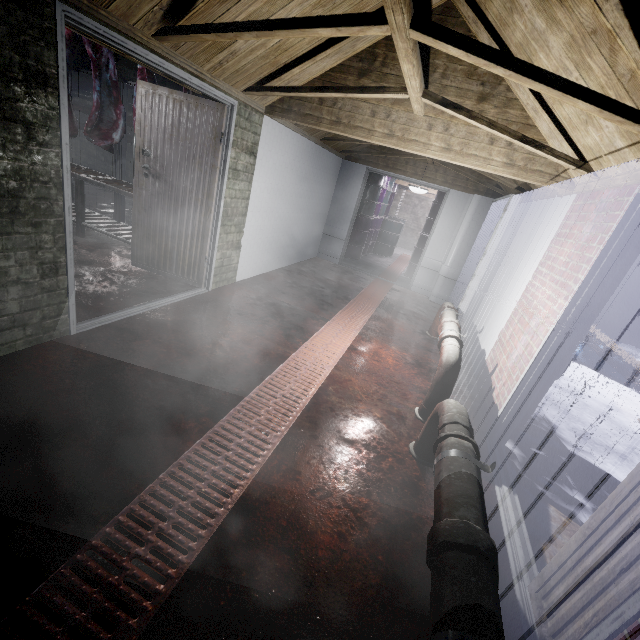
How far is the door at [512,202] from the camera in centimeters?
389cm

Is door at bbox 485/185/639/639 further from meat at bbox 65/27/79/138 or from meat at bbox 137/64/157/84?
meat at bbox 65/27/79/138

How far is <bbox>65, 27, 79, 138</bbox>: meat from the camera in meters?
3.7

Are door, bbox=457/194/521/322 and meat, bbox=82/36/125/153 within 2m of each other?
no

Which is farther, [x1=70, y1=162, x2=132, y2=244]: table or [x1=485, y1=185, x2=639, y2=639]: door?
[x1=70, y1=162, x2=132, y2=244]: table

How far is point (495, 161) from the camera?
2.91m

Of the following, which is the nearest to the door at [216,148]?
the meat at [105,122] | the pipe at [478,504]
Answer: the meat at [105,122]

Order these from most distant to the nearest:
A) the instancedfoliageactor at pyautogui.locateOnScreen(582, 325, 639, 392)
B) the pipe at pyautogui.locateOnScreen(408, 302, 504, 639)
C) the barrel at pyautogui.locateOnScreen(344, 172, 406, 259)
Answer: the barrel at pyautogui.locateOnScreen(344, 172, 406, 259)
the instancedfoliageactor at pyautogui.locateOnScreen(582, 325, 639, 392)
the pipe at pyautogui.locateOnScreen(408, 302, 504, 639)
